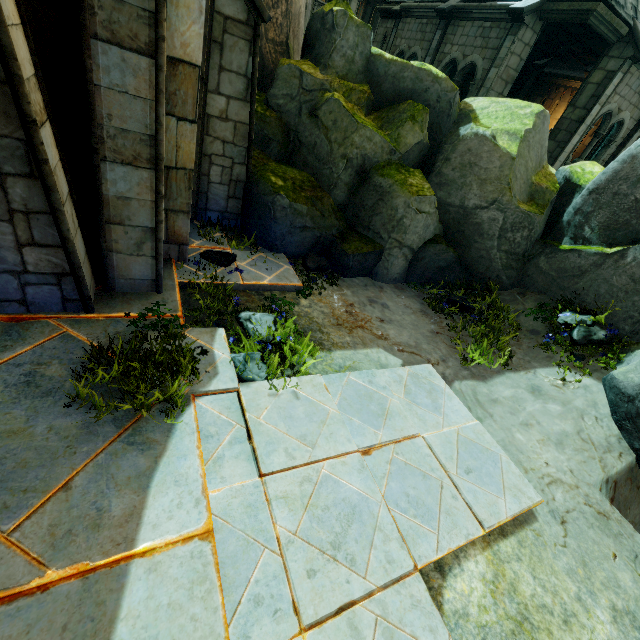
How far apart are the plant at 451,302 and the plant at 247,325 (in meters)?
3.76

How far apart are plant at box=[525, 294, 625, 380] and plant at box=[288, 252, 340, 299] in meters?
4.3 m

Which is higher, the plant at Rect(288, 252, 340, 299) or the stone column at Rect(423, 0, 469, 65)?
the stone column at Rect(423, 0, 469, 65)

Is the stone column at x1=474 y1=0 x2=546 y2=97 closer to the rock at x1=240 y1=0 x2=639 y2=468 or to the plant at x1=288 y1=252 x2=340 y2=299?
the rock at x1=240 y1=0 x2=639 y2=468

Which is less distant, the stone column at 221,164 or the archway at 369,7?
the stone column at 221,164

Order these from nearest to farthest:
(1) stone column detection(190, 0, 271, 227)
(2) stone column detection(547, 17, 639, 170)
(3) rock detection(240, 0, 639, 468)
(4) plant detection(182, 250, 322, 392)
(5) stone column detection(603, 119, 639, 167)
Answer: (4) plant detection(182, 250, 322, 392) < (1) stone column detection(190, 0, 271, 227) < (3) rock detection(240, 0, 639, 468) < (2) stone column detection(547, 17, 639, 170) < (5) stone column detection(603, 119, 639, 167)

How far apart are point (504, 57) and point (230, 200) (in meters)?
11.17

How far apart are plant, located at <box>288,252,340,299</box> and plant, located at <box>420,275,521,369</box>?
2.4 meters
